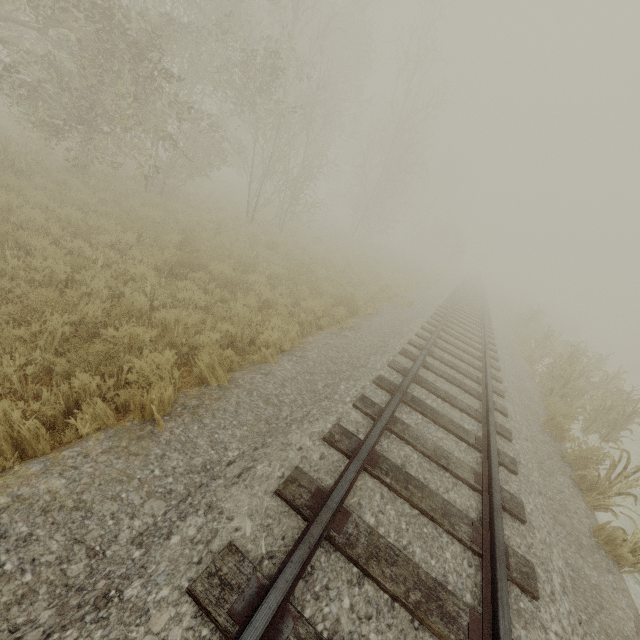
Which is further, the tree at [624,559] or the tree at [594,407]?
the tree at [594,407]

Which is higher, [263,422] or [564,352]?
[564,352]

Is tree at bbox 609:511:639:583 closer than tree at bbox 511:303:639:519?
Yes
